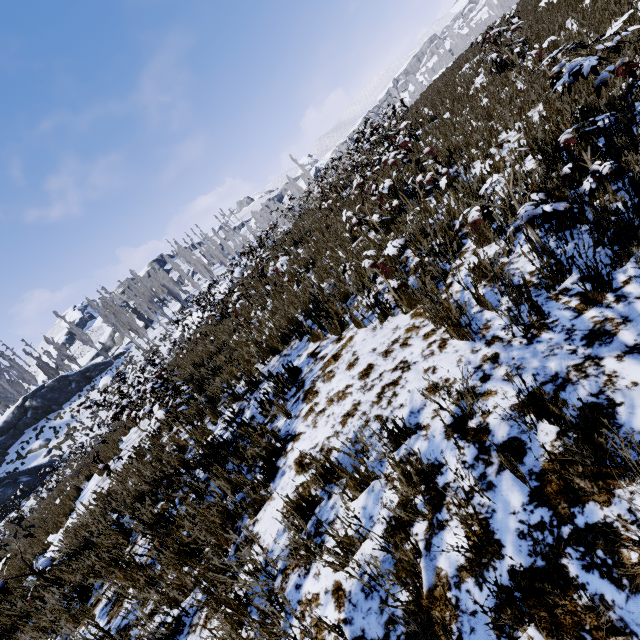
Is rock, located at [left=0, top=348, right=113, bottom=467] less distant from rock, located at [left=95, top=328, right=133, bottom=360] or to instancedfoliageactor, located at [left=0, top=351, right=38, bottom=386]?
instancedfoliageactor, located at [left=0, top=351, right=38, bottom=386]

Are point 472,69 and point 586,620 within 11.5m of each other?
no

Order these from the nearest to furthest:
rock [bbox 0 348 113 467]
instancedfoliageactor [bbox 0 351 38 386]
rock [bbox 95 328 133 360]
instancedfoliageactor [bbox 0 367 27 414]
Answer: rock [bbox 0 348 113 467]
instancedfoliageactor [bbox 0 351 38 386]
instancedfoliageactor [bbox 0 367 27 414]
rock [bbox 95 328 133 360]

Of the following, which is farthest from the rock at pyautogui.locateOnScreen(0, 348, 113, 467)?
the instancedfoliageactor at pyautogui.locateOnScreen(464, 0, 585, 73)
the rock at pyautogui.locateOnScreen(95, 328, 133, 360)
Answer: the rock at pyautogui.locateOnScreen(95, 328, 133, 360)

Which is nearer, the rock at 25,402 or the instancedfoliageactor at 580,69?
the instancedfoliageactor at 580,69

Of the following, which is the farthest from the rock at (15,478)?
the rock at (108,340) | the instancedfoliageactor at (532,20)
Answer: the rock at (108,340)

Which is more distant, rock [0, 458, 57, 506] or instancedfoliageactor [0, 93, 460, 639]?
rock [0, 458, 57, 506]
